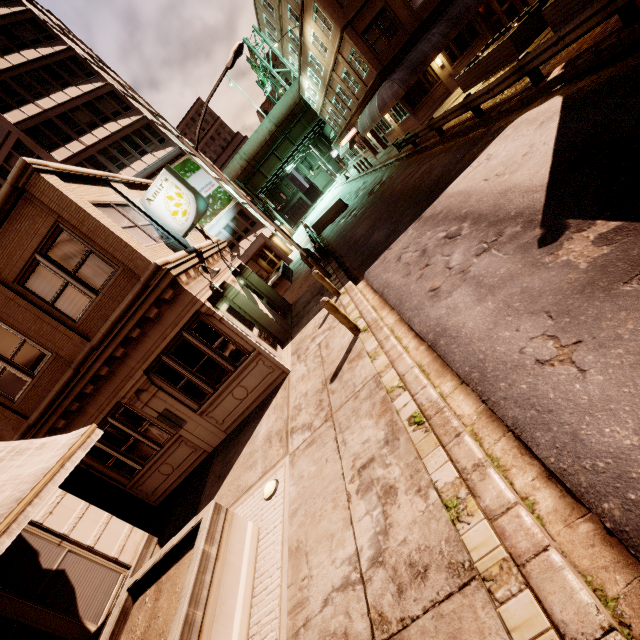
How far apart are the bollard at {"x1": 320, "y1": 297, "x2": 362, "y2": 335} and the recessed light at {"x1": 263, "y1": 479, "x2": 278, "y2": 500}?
3.57m

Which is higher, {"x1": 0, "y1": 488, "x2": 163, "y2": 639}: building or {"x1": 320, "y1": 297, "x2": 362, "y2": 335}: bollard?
{"x1": 0, "y1": 488, "x2": 163, "y2": 639}: building

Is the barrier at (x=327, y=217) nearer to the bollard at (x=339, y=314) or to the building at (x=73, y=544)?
the bollard at (x=339, y=314)

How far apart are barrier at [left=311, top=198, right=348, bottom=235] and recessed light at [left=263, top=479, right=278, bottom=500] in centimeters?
2329cm

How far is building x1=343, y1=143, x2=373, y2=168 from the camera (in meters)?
38.31

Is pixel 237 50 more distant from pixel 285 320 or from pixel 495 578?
pixel 495 578

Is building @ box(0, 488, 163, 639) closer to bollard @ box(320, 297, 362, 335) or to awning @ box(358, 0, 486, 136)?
bollard @ box(320, 297, 362, 335)

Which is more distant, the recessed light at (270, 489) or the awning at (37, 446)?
the recessed light at (270, 489)
